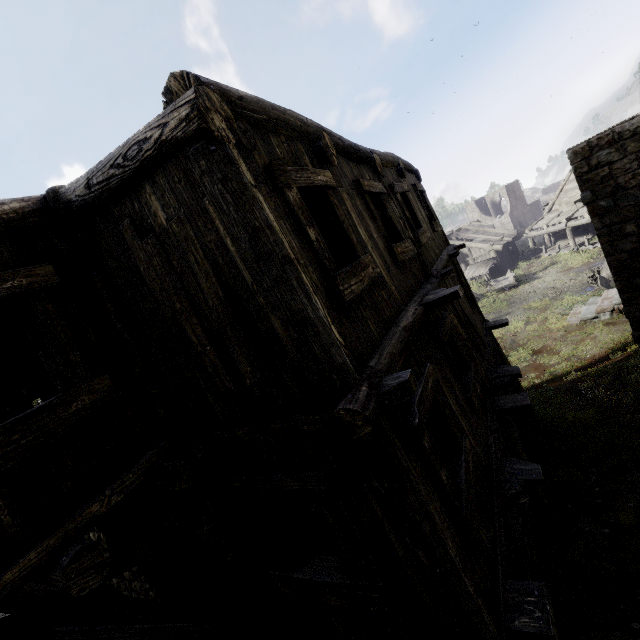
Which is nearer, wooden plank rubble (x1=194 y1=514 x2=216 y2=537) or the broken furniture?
wooden plank rubble (x1=194 y1=514 x2=216 y2=537)

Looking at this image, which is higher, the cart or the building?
the building

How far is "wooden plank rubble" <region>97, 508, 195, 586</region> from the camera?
3.6 meters

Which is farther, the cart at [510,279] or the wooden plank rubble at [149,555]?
the cart at [510,279]

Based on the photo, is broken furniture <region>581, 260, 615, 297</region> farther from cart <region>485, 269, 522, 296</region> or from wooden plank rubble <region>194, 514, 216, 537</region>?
wooden plank rubble <region>194, 514, 216, 537</region>

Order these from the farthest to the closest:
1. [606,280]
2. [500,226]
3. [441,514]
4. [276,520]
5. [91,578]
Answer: [500,226], [606,280], [276,520], [441,514], [91,578]

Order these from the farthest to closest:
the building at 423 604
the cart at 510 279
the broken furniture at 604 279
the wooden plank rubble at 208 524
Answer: the cart at 510 279 → the broken furniture at 604 279 → the wooden plank rubble at 208 524 → the building at 423 604
